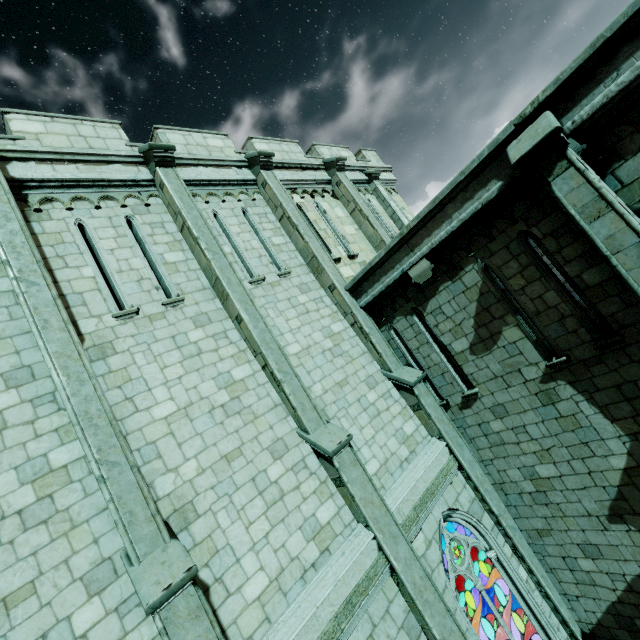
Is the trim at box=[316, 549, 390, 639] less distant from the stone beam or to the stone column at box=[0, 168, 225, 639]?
the stone column at box=[0, 168, 225, 639]

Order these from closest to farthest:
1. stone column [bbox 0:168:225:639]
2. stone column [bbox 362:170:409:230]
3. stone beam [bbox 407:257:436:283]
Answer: stone column [bbox 0:168:225:639], stone beam [bbox 407:257:436:283], stone column [bbox 362:170:409:230]

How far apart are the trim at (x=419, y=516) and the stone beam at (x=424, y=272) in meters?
4.4

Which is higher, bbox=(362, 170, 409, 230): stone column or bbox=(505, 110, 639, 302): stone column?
bbox=(362, 170, 409, 230): stone column

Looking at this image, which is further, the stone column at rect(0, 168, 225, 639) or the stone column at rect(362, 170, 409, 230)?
the stone column at rect(362, 170, 409, 230)

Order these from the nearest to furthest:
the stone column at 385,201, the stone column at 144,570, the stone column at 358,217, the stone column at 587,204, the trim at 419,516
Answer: the stone column at 144,570 → the stone column at 587,204 → the trim at 419,516 → the stone column at 358,217 → the stone column at 385,201

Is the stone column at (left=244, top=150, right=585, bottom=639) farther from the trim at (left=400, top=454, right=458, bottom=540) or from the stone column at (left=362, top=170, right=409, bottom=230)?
the stone column at (left=362, top=170, right=409, bottom=230)

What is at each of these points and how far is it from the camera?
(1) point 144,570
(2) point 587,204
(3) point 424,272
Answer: (1) stone column, 4.3 meters
(2) stone column, 5.1 meters
(3) stone beam, 7.7 meters
